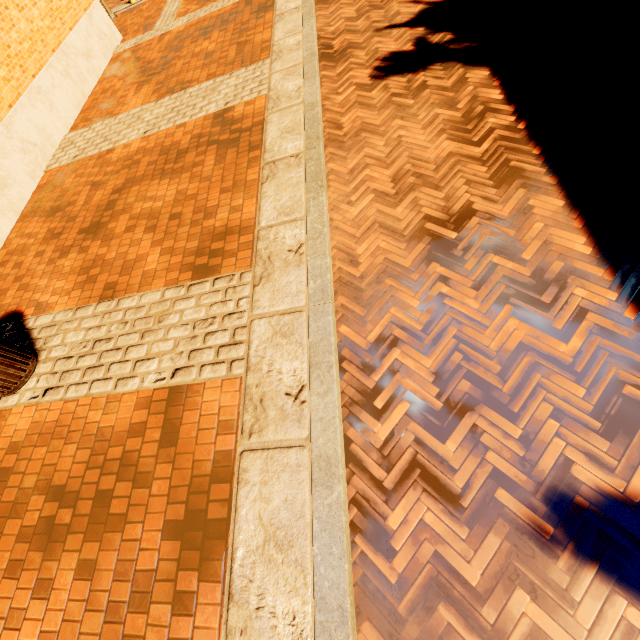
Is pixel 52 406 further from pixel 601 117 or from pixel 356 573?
pixel 601 117
